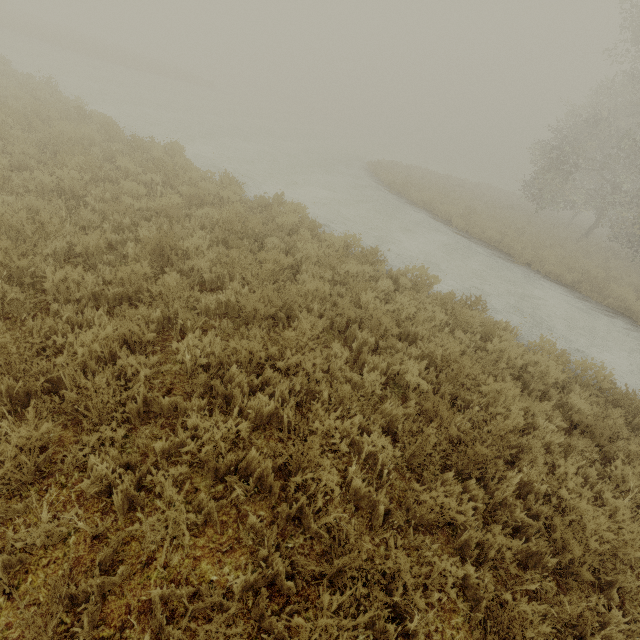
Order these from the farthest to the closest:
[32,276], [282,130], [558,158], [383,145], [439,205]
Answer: [383,145] < [282,130] < [558,158] < [439,205] < [32,276]
